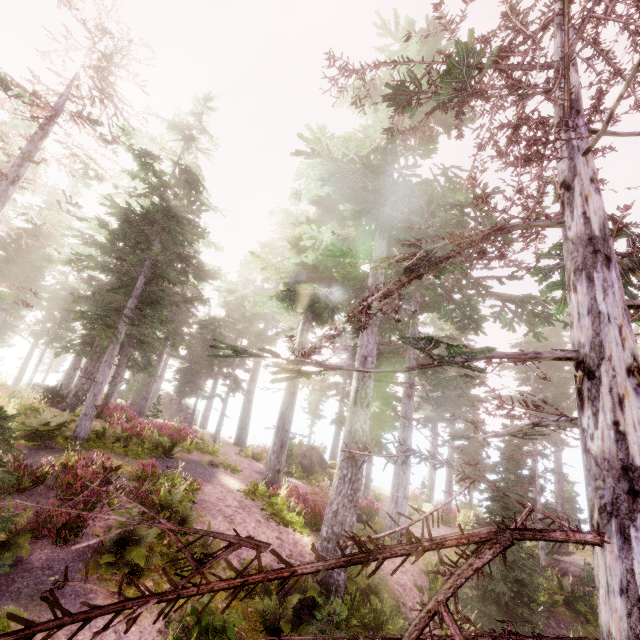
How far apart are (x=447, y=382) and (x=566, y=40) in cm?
1375

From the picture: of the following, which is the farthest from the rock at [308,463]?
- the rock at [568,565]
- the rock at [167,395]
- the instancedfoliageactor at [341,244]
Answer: the rock at [167,395]

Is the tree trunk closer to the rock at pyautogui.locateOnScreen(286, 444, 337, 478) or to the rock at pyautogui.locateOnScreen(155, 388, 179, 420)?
the rock at pyautogui.locateOnScreen(286, 444, 337, 478)

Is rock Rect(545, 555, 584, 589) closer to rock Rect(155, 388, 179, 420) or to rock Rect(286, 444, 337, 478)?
rock Rect(286, 444, 337, 478)

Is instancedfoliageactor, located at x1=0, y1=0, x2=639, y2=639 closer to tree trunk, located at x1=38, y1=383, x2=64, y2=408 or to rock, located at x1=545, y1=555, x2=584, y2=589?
tree trunk, located at x1=38, y1=383, x2=64, y2=408

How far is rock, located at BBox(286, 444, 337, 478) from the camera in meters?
23.2

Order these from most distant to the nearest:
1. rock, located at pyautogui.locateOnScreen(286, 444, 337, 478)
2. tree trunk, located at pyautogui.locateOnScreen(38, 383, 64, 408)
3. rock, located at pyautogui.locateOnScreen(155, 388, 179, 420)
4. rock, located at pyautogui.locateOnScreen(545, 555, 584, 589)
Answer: rock, located at pyautogui.locateOnScreen(155, 388, 179, 420)
rock, located at pyautogui.locateOnScreen(286, 444, 337, 478)
tree trunk, located at pyautogui.locateOnScreen(38, 383, 64, 408)
rock, located at pyautogui.locateOnScreen(545, 555, 584, 589)

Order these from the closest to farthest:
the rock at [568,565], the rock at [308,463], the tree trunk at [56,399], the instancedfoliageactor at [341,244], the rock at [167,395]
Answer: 1. the instancedfoliageactor at [341,244]
2. the rock at [568,565]
3. the tree trunk at [56,399]
4. the rock at [308,463]
5. the rock at [167,395]
